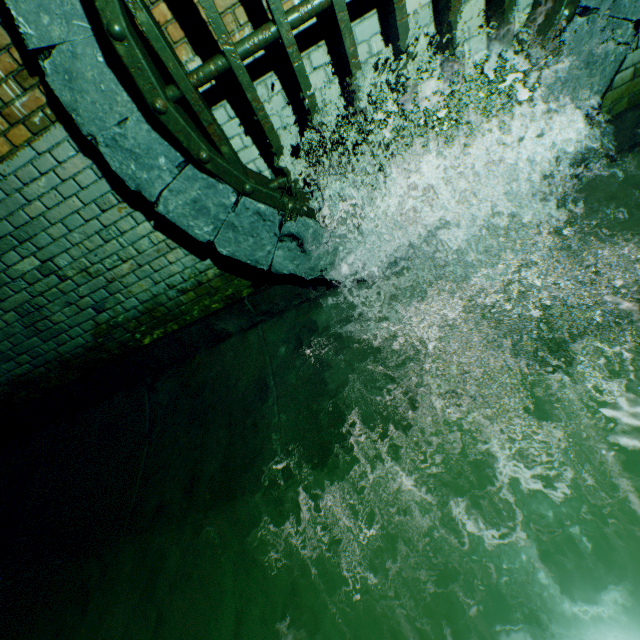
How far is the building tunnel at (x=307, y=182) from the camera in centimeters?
242cm

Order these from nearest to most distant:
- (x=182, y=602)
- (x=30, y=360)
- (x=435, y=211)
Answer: (x=182, y=602) → (x=435, y=211) → (x=30, y=360)

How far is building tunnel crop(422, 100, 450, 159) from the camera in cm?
228

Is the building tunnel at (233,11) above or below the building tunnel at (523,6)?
above

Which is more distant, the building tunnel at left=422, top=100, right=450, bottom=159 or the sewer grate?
the building tunnel at left=422, top=100, right=450, bottom=159

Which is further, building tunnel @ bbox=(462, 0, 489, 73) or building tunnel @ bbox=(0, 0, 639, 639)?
building tunnel @ bbox=(462, 0, 489, 73)
